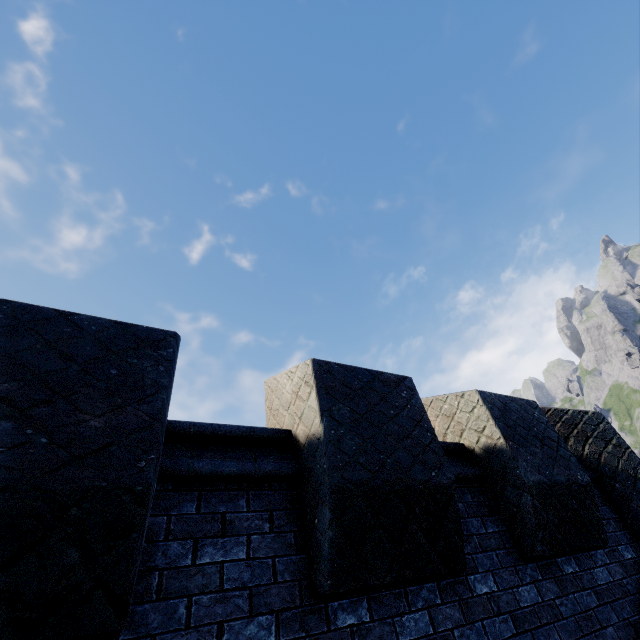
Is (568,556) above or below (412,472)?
below
